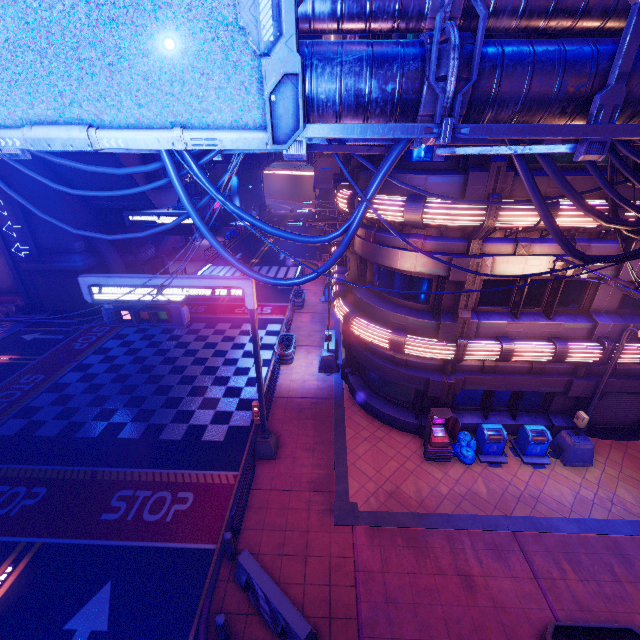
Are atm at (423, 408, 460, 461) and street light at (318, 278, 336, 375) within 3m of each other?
no

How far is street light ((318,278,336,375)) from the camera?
16.41m

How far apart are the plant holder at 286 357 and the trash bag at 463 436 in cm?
913

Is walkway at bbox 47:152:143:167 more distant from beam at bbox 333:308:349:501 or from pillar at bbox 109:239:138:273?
beam at bbox 333:308:349:501

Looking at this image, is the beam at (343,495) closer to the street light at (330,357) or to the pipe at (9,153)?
the street light at (330,357)

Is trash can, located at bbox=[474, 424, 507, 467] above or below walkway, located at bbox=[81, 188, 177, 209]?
below

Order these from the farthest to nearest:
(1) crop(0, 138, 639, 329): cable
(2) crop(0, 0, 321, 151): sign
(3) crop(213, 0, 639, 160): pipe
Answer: (1) crop(0, 138, 639, 329): cable, (3) crop(213, 0, 639, 160): pipe, (2) crop(0, 0, 321, 151): sign

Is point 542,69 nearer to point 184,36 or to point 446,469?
point 184,36
